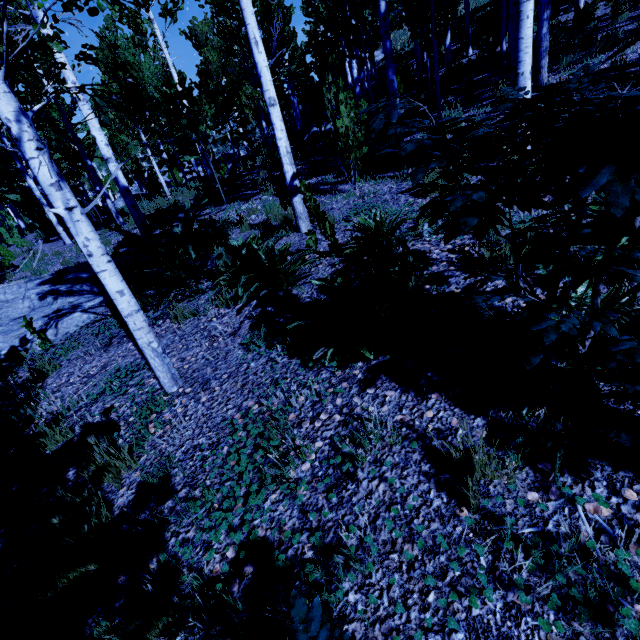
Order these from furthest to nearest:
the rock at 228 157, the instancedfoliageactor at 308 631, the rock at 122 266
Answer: the rock at 228 157, the rock at 122 266, the instancedfoliageactor at 308 631

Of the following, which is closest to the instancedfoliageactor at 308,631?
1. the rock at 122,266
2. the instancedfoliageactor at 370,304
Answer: the rock at 122,266

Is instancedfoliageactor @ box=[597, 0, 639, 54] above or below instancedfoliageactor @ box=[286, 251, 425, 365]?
above

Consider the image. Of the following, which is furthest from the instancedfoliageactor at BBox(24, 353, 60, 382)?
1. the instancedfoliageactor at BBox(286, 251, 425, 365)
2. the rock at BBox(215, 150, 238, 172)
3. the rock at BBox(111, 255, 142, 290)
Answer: the instancedfoliageactor at BBox(286, 251, 425, 365)

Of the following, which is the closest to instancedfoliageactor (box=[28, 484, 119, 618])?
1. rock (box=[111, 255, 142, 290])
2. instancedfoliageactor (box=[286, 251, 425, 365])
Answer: rock (box=[111, 255, 142, 290])

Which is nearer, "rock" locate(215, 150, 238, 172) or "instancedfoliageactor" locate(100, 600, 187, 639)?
"instancedfoliageactor" locate(100, 600, 187, 639)

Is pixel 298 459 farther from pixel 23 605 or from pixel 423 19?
pixel 423 19

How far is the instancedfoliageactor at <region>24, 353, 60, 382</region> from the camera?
3.9 meters
